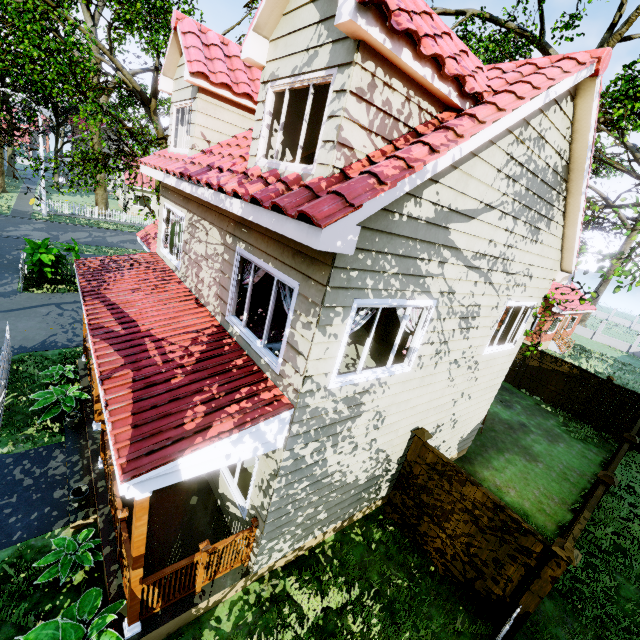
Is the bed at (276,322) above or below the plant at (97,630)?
above

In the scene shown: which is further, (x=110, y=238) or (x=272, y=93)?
(x=110, y=238)

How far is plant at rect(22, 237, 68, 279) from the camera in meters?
13.5

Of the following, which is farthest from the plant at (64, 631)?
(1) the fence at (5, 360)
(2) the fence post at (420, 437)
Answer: (1) the fence at (5, 360)

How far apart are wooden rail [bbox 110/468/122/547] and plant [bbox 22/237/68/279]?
12.5m

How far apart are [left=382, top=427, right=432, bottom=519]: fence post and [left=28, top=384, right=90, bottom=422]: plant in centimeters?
791cm

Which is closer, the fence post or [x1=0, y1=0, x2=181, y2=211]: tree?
the fence post

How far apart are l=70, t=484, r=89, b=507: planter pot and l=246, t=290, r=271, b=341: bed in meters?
4.2
